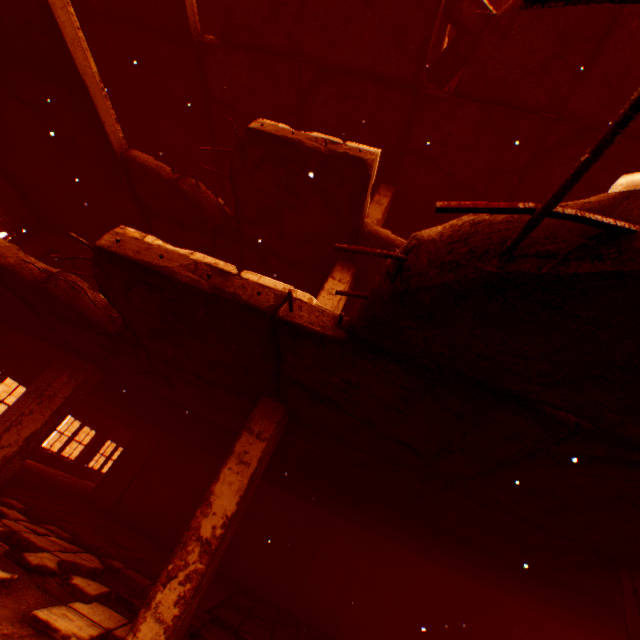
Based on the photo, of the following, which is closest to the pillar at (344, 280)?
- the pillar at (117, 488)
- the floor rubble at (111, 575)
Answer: the floor rubble at (111, 575)

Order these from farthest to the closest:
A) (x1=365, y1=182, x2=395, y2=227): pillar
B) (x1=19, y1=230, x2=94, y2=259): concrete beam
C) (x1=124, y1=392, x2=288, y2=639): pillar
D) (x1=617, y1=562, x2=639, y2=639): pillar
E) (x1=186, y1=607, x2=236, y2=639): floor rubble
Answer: (x1=19, y1=230, x2=94, y2=259): concrete beam, (x1=365, y1=182, x2=395, y2=227): pillar, (x1=186, y1=607, x2=236, y2=639): floor rubble, (x1=617, y1=562, x2=639, y2=639): pillar, (x1=124, y1=392, x2=288, y2=639): pillar

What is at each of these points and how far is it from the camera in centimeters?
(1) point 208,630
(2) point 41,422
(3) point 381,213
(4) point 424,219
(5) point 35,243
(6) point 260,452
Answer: (1) floor rubble, 461cm
(2) pillar, 664cm
(3) pillar, 711cm
(4) floor rubble, 814cm
(5) concrete beam, 963cm
(6) pillar, 400cm

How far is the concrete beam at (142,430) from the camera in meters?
10.3

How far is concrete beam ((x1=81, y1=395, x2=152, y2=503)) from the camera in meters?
10.3 m

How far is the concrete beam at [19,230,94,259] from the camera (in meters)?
9.54

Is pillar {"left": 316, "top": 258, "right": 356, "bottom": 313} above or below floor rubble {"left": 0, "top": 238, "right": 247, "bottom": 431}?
above

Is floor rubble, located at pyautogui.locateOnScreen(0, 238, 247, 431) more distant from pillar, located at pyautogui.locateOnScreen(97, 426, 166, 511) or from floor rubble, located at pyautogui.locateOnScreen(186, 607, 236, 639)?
pillar, located at pyautogui.locateOnScreen(97, 426, 166, 511)
